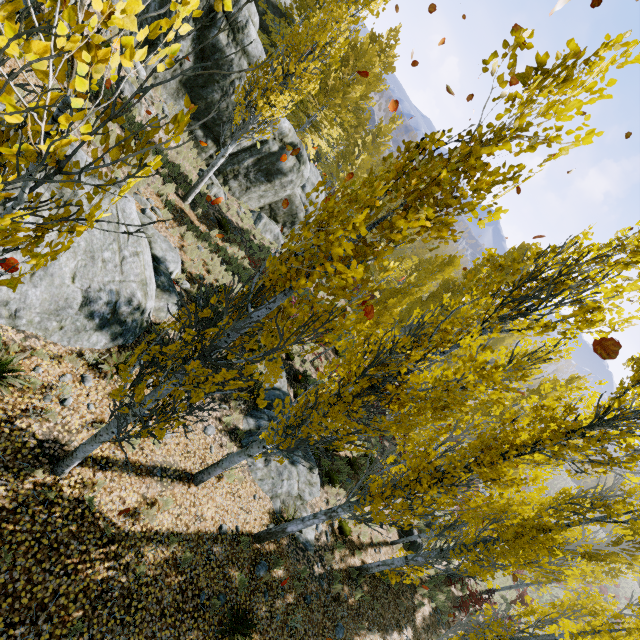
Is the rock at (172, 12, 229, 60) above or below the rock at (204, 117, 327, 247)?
above

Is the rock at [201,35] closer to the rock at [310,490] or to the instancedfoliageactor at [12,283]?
the instancedfoliageactor at [12,283]

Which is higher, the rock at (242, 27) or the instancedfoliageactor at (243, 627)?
the rock at (242, 27)

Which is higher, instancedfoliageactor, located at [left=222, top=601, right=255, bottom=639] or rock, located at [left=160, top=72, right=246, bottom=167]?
rock, located at [left=160, top=72, right=246, bottom=167]

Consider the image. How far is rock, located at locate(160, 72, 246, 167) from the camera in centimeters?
1427cm

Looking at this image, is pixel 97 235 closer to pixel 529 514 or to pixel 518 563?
pixel 529 514

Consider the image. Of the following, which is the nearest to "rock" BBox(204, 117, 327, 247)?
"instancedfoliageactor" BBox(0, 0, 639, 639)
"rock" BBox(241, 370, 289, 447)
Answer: "instancedfoliageactor" BBox(0, 0, 639, 639)

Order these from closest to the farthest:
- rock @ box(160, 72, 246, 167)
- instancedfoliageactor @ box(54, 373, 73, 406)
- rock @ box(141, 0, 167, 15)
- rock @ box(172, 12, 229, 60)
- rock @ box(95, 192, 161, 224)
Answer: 1. instancedfoliageactor @ box(54, 373, 73, 406)
2. rock @ box(95, 192, 161, 224)
3. rock @ box(141, 0, 167, 15)
4. rock @ box(172, 12, 229, 60)
5. rock @ box(160, 72, 246, 167)
